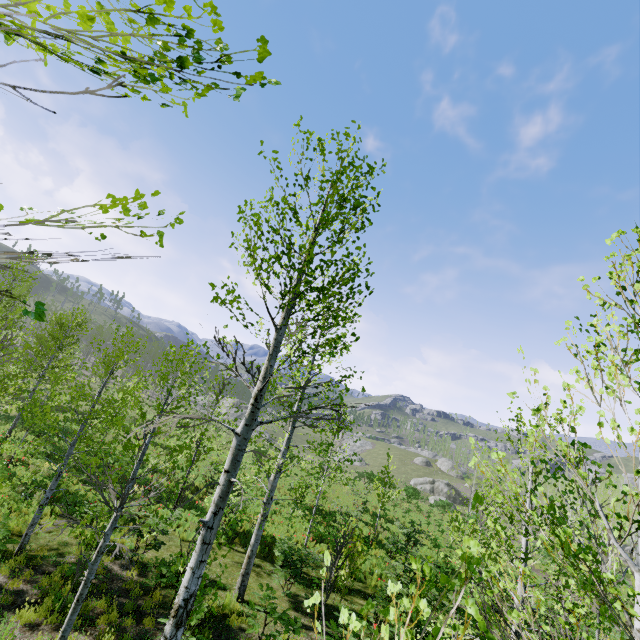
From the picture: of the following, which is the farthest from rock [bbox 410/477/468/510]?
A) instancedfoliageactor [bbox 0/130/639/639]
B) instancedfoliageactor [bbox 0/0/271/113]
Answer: instancedfoliageactor [bbox 0/130/639/639]

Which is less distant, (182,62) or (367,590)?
(182,62)

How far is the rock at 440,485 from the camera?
51.98m

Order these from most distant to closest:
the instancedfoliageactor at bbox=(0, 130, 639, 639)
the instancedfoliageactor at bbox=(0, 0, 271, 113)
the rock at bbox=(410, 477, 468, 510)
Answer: the rock at bbox=(410, 477, 468, 510)
the instancedfoliageactor at bbox=(0, 130, 639, 639)
the instancedfoliageactor at bbox=(0, 0, 271, 113)

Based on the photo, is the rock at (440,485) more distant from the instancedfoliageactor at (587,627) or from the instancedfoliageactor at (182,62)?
the instancedfoliageactor at (587,627)

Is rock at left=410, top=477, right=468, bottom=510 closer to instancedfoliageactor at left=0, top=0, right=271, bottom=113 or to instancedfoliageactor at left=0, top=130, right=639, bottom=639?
instancedfoliageactor at left=0, top=0, right=271, bottom=113

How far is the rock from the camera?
52.0 meters
